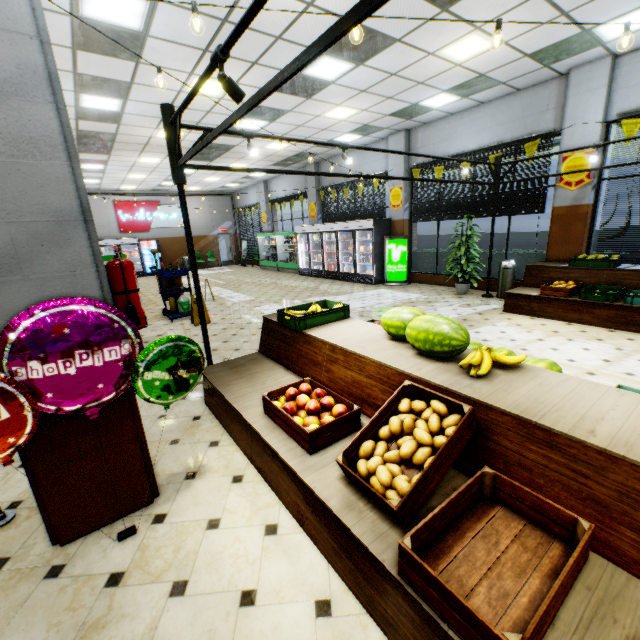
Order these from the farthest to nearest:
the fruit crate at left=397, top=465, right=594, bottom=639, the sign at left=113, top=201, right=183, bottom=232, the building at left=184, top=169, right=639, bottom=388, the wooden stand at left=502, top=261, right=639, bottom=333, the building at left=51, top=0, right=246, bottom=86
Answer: the sign at left=113, top=201, right=183, bottom=232 < the wooden stand at left=502, top=261, right=639, bottom=333 < the building at left=184, top=169, right=639, bottom=388 < the building at left=51, top=0, right=246, bottom=86 < the fruit crate at left=397, top=465, right=594, bottom=639

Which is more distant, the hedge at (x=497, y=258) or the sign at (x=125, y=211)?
the sign at (x=125, y=211)

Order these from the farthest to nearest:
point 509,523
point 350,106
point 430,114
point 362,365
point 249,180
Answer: point 249,180 → point 430,114 → point 350,106 → point 362,365 → point 509,523

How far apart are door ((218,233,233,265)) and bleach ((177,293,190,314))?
15.07m

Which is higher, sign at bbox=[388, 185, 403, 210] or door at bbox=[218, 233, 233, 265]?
sign at bbox=[388, 185, 403, 210]

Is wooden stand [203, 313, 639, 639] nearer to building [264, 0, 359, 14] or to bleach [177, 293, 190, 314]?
building [264, 0, 359, 14]

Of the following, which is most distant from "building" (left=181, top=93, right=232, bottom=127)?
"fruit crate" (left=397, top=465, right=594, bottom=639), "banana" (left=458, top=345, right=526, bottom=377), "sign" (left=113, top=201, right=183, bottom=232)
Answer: "banana" (left=458, top=345, right=526, bottom=377)

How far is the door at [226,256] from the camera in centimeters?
2269cm
